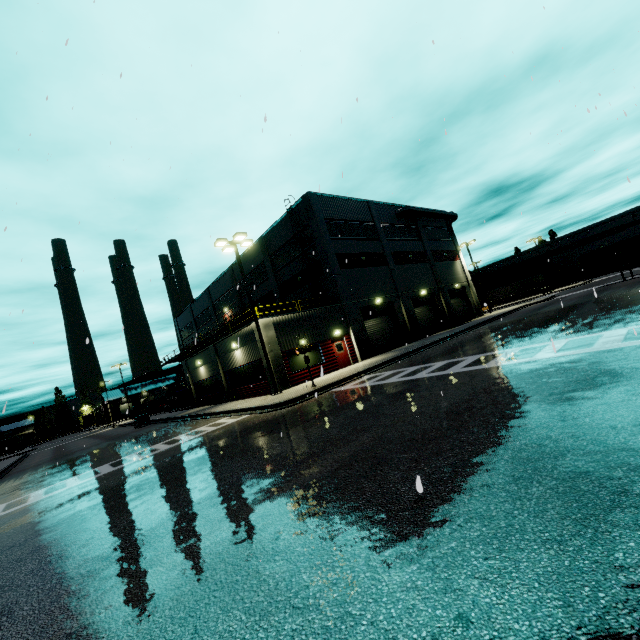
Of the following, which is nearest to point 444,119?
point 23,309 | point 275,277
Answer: point 23,309

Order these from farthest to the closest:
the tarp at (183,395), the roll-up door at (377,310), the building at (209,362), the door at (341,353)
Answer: the tarp at (183,395), the roll-up door at (377,310), the door at (341,353), the building at (209,362)

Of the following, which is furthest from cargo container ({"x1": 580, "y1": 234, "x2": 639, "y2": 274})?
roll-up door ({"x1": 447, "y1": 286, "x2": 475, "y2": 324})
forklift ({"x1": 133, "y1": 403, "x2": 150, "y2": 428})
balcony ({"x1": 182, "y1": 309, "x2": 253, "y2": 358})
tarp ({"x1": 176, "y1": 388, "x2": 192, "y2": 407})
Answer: forklift ({"x1": 133, "y1": 403, "x2": 150, "y2": 428})

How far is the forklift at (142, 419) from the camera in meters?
31.4

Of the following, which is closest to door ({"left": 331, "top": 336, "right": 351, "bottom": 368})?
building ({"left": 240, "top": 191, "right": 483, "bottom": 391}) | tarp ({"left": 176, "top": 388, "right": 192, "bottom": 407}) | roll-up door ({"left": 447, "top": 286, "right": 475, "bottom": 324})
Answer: building ({"left": 240, "top": 191, "right": 483, "bottom": 391})

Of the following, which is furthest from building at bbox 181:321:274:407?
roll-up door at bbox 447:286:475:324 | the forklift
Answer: the forklift

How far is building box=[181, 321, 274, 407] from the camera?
22.1 meters

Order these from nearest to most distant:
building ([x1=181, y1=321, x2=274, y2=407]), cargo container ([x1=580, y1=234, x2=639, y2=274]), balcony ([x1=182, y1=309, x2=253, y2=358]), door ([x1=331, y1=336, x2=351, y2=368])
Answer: building ([x1=181, y1=321, x2=274, y2=407]) → door ([x1=331, y1=336, x2=351, y2=368]) → balcony ([x1=182, y1=309, x2=253, y2=358]) → cargo container ([x1=580, y1=234, x2=639, y2=274])
